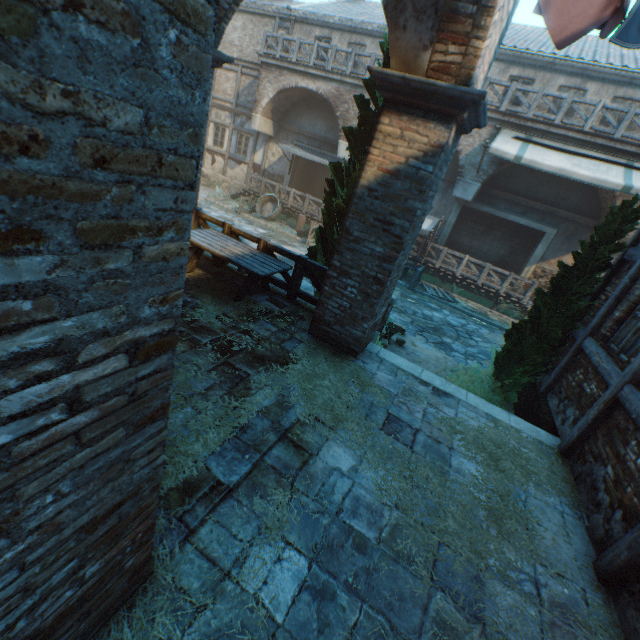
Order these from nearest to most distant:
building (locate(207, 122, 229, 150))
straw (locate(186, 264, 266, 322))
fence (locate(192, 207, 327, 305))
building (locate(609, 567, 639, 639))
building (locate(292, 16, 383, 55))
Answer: building (locate(609, 567, 639, 639))
straw (locate(186, 264, 266, 322))
fence (locate(192, 207, 327, 305))
building (locate(292, 16, 383, 55))
building (locate(207, 122, 229, 150))

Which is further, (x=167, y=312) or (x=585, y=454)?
A: (x=585, y=454)

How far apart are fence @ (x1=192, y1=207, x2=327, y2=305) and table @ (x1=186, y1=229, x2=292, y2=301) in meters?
0.0 m

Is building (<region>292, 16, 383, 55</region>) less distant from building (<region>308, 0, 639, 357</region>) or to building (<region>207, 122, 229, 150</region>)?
building (<region>308, 0, 639, 357</region>)

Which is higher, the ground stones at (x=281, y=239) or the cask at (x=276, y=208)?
the cask at (x=276, y=208)

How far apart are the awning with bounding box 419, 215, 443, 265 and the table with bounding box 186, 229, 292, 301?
8.8 meters

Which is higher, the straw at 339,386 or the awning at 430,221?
the awning at 430,221

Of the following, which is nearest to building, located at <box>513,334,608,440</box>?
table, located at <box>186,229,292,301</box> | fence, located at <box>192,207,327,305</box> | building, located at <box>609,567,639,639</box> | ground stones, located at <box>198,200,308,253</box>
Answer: ground stones, located at <box>198,200,308,253</box>
